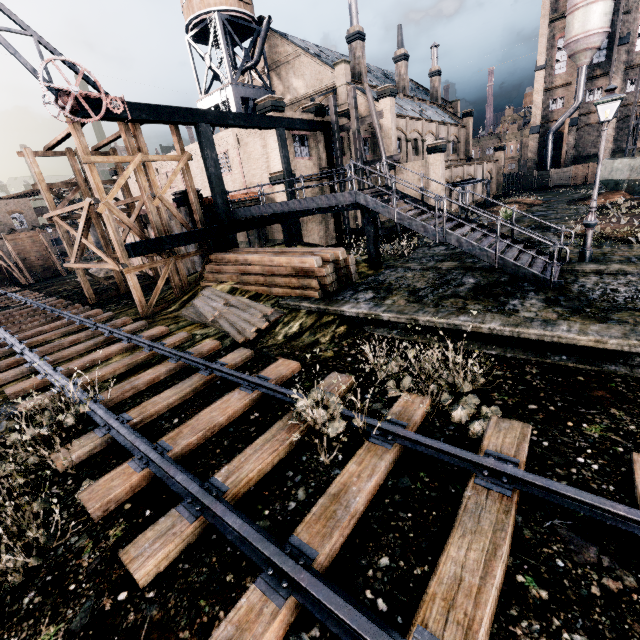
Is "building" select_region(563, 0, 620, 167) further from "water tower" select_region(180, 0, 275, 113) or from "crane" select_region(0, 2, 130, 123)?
"crane" select_region(0, 2, 130, 123)

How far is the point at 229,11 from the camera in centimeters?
2930cm

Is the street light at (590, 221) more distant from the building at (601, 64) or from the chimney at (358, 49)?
the building at (601, 64)

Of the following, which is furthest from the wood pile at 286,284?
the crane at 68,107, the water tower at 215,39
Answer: the water tower at 215,39

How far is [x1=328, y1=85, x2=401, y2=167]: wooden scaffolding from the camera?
21.8 meters

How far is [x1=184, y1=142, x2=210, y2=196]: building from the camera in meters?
28.1

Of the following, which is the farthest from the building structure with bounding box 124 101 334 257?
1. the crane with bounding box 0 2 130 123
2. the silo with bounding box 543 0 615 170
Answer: the silo with bounding box 543 0 615 170

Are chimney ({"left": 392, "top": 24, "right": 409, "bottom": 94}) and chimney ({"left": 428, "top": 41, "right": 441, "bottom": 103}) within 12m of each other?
yes
